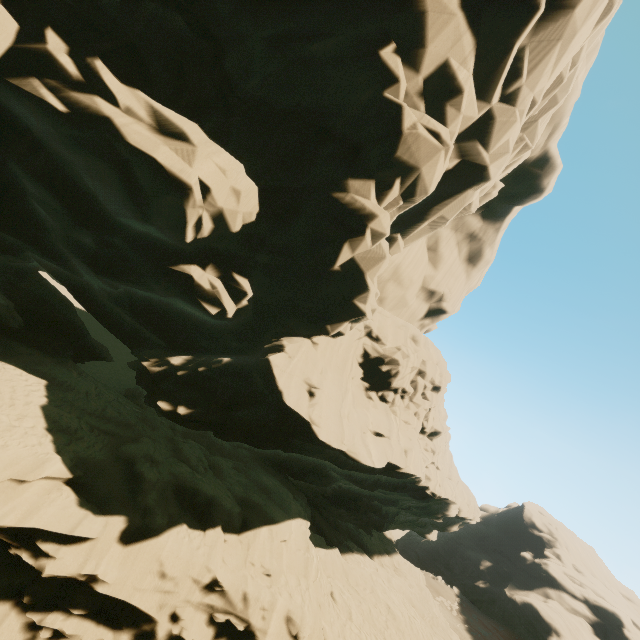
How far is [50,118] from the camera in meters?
9.5
